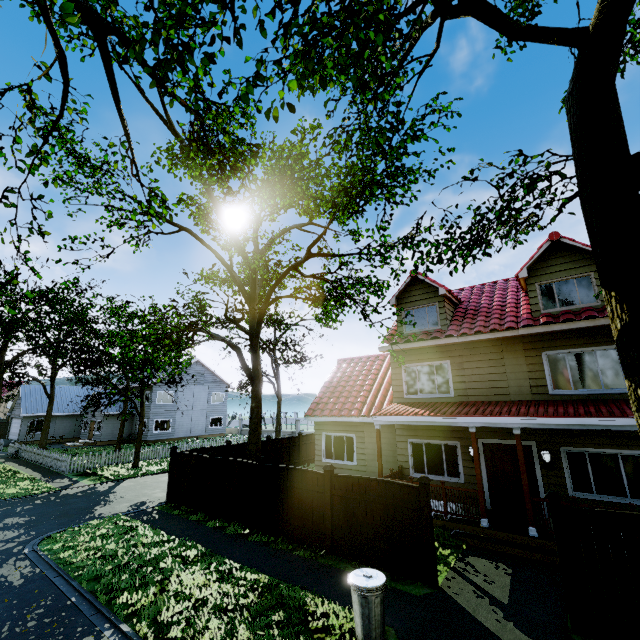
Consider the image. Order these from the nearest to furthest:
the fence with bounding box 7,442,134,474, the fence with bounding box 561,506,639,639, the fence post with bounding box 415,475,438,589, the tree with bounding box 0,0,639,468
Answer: the tree with bounding box 0,0,639,468, the fence with bounding box 561,506,639,639, the fence post with bounding box 415,475,438,589, the fence with bounding box 7,442,134,474

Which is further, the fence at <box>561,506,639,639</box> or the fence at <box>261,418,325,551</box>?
the fence at <box>261,418,325,551</box>

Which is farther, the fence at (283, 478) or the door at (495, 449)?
the door at (495, 449)

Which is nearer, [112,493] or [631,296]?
[631,296]

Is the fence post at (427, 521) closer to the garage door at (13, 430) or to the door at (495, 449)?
the door at (495, 449)

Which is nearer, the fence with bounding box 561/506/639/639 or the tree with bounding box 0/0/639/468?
the tree with bounding box 0/0/639/468

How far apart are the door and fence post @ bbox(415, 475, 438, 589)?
4.74m

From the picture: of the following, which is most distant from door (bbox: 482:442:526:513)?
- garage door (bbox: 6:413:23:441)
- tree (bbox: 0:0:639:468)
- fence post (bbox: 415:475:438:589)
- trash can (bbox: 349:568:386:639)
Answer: garage door (bbox: 6:413:23:441)
